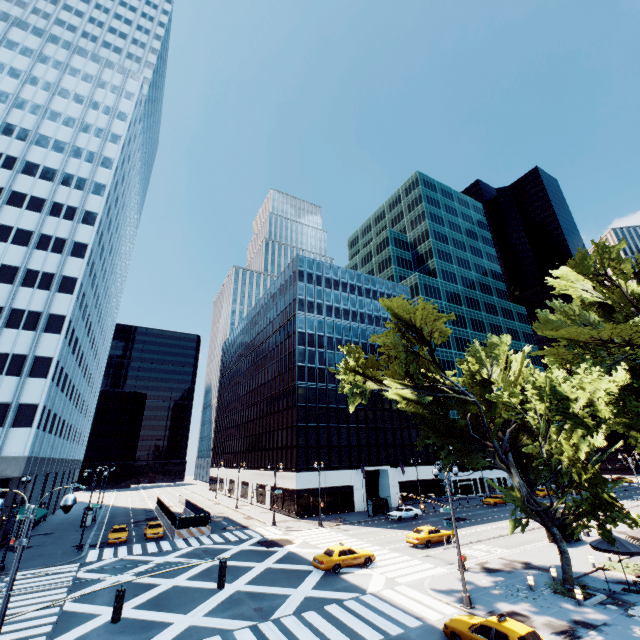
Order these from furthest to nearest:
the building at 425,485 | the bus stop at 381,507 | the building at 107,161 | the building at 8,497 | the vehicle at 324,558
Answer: the building at 425,485
the bus stop at 381,507
the building at 107,161
the building at 8,497
the vehicle at 324,558

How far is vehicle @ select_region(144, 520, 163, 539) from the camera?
36.2m

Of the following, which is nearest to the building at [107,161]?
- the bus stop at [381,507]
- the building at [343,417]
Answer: the building at [343,417]

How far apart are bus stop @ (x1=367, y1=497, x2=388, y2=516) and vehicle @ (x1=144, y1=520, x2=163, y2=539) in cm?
2667

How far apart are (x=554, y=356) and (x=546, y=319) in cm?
474

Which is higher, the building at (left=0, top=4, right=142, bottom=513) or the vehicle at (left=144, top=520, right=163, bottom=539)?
the building at (left=0, top=4, right=142, bottom=513)

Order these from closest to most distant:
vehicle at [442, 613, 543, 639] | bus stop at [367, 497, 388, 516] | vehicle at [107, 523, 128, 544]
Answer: vehicle at [442, 613, 543, 639], vehicle at [107, 523, 128, 544], bus stop at [367, 497, 388, 516]

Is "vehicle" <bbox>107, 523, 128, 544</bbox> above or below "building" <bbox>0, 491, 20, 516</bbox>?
below
